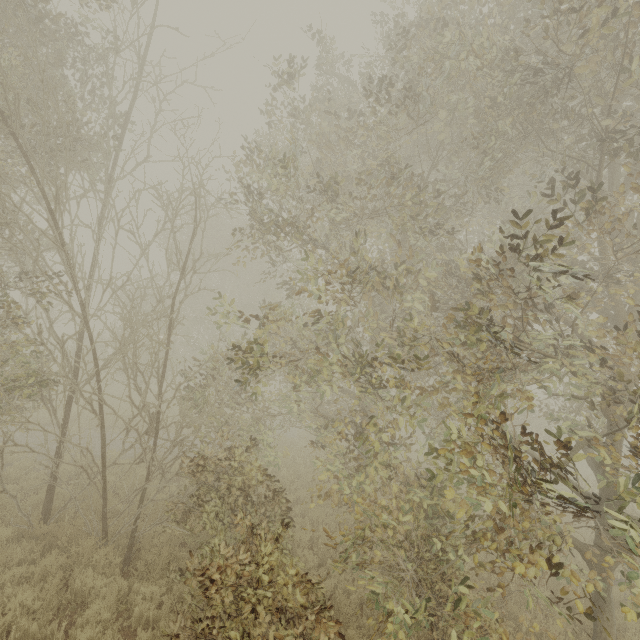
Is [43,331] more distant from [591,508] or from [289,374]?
[591,508]
